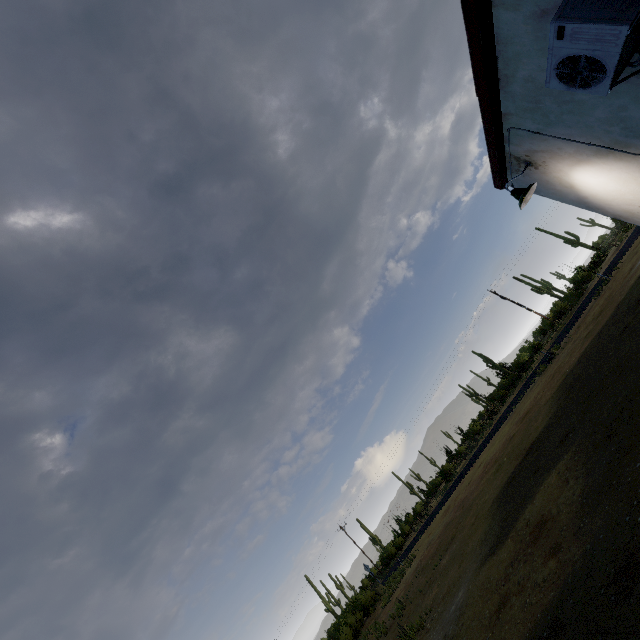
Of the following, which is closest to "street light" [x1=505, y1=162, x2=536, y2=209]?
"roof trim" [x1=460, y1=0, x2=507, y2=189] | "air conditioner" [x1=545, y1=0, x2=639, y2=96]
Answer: "roof trim" [x1=460, y1=0, x2=507, y2=189]

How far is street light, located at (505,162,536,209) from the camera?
5.3m

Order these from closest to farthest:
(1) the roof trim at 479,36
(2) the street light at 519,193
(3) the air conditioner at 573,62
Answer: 1. (3) the air conditioner at 573,62
2. (1) the roof trim at 479,36
3. (2) the street light at 519,193

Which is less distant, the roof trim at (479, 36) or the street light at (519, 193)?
the roof trim at (479, 36)

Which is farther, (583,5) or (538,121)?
(538,121)

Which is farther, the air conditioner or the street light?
the street light

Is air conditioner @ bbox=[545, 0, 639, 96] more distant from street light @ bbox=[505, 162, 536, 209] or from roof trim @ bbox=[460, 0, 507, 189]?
street light @ bbox=[505, 162, 536, 209]
